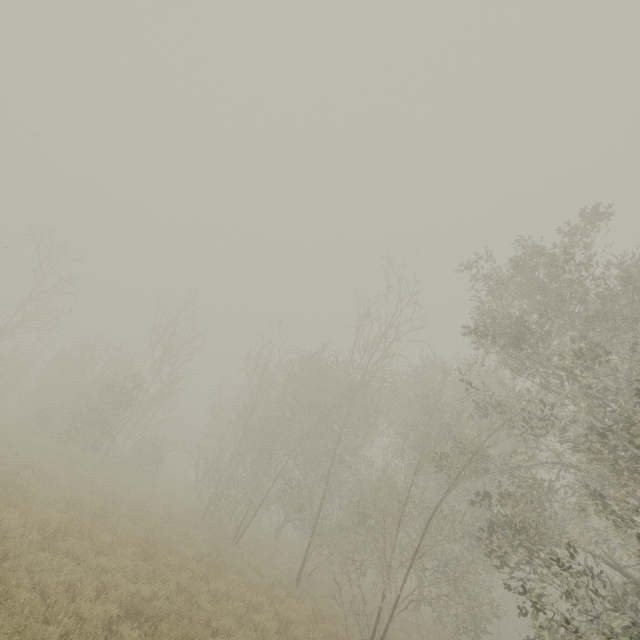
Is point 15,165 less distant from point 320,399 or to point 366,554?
point 320,399

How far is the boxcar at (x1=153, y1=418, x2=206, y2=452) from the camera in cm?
4734

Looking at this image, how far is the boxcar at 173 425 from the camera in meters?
47.3
